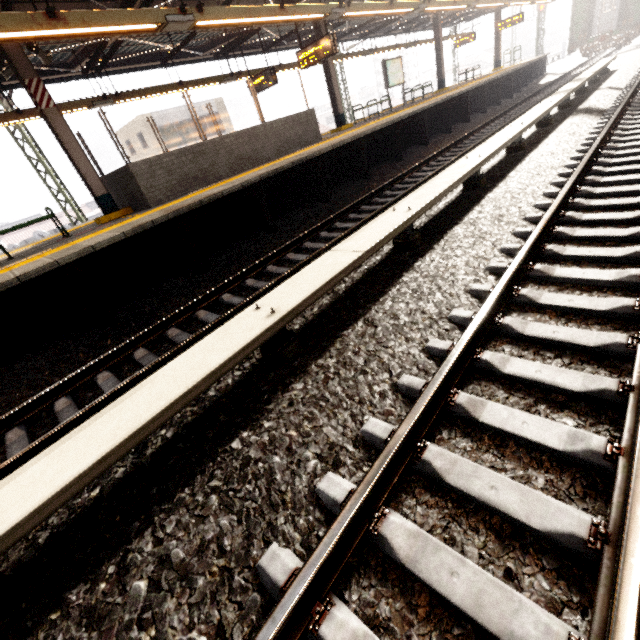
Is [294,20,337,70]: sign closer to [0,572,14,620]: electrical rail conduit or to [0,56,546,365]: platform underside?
[0,56,546,365]: platform underside

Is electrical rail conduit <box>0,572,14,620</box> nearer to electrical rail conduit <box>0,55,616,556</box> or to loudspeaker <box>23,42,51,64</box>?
electrical rail conduit <box>0,55,616,556</box>

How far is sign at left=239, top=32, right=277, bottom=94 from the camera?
11.5m

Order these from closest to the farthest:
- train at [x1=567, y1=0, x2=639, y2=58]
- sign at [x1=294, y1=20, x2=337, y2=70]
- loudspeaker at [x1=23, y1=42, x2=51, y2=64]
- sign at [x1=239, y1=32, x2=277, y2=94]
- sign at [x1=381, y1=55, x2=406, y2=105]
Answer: loudspeaker at [x1=23, y1=42, x2=51, y2=64], sign at [x1=294, y1=20, x2=337, y2=70], sign at [x1=239, y1=32, x2=277, y2=94], sign at [x1=381, y1=55, x2=406, y2=105], train at [x1=567, y1=0, x2=639, y2=58]

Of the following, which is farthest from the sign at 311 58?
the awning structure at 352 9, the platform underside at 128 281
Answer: the platform underside at 128 281

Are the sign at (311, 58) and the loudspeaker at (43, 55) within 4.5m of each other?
no

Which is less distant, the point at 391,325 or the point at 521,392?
the point at 521,392

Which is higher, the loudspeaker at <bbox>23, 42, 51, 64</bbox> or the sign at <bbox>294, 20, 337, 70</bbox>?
the loudspeaker at <bbox>23, 42, 51, 64</bbox>
